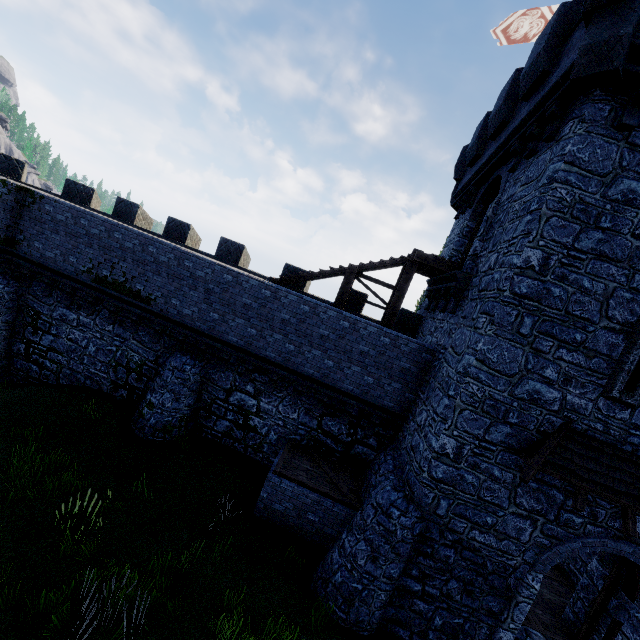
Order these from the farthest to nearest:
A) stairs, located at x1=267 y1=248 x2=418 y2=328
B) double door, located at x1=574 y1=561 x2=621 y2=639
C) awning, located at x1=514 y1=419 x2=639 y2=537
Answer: stairs, located at x1=267 y1=248 x2=418 y2=328, double door, located at x1=574 y1=561 x2=621 y2=639, awning, located at x1=514 y1=419 x2=639 y2=537

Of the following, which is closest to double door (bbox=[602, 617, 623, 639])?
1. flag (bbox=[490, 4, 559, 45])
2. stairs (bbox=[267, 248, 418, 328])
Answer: stairs (bbox=[267, 248, 418, 328])

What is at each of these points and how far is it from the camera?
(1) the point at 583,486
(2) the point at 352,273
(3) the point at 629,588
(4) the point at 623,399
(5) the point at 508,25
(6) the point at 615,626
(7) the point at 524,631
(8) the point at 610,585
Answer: (1) awning, 6.98m
(2) stairs, 12.05m
(3) double door, 8.44m
(4) window slit, 7.31m
(5) flag, 13.20m
(6) double door, 8.46m
(7) stairs, 8.80m
(8) double door, 8.82m

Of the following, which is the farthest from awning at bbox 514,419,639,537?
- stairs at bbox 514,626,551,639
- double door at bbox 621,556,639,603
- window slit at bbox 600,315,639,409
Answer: stairs at bbox 514,626,551,639

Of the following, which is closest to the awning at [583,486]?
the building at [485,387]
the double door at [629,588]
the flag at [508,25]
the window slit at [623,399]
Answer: the building at [485,387]

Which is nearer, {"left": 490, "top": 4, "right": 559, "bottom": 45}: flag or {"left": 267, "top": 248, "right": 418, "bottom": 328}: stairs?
{"left": 267, "top": 248, "right": 418, "bottom": 328}: stairs

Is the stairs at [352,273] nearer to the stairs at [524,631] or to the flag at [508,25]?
the flag at [508,25]

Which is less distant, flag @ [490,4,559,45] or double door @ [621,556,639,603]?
double door @ [621,556,639,603]
